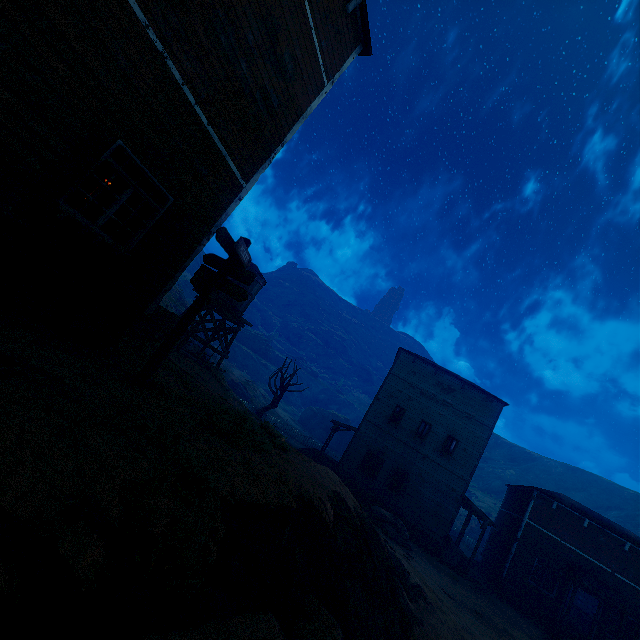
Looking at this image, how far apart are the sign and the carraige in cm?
821

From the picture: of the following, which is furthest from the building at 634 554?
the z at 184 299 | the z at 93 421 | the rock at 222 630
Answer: the z at 184 299

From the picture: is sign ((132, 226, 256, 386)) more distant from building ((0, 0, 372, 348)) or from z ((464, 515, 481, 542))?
building ((0, 0, 372, 348))

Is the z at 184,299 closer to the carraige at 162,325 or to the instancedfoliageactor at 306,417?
the instancedfoliageactor at 306,417

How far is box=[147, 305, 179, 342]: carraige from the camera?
13.62m

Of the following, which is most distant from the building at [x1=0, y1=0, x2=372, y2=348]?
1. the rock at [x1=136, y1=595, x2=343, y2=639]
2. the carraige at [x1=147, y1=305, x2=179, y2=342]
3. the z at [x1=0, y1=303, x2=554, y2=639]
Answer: the carraige at [x1=147, y1=305, x2=179, y2=342]

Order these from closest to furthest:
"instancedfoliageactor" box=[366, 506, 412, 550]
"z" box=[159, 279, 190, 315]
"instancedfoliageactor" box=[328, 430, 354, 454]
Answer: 1. "instancedfoliageactor" box=[366, 506, 412, 550]
2. "z" box=[159, 279, 190, 315]
3. "instancedfoliageactor" box=[328, 430, 354, 454]

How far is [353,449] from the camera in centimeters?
2316cm
